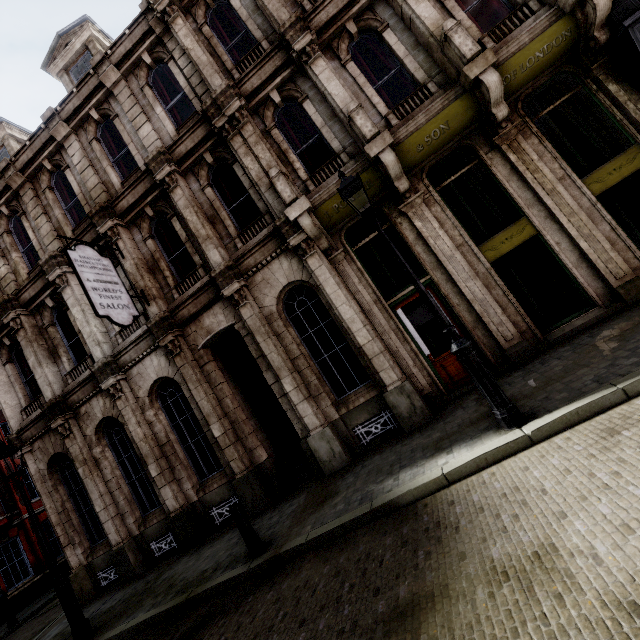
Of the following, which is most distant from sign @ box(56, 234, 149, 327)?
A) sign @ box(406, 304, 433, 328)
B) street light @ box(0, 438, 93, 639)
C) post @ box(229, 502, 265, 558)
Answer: sign @ box(406, 304, 433, 328)

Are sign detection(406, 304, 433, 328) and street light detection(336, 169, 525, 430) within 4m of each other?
yes

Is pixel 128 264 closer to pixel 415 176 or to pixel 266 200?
pixel 266 200

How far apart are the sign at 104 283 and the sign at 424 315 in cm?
713

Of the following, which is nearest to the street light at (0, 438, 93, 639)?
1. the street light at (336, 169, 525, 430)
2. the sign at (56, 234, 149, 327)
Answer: the sign at (56, 234, 149, 327)

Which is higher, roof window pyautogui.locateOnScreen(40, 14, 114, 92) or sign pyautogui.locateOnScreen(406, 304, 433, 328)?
roof window pyautogui.locateOnScreen(40, 14, 114, 92)

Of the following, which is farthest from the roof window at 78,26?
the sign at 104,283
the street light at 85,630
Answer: the street light at 85,630

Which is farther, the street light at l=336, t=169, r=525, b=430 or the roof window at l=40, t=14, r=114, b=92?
the roof window at l=40, t=14, r=114, b=92
